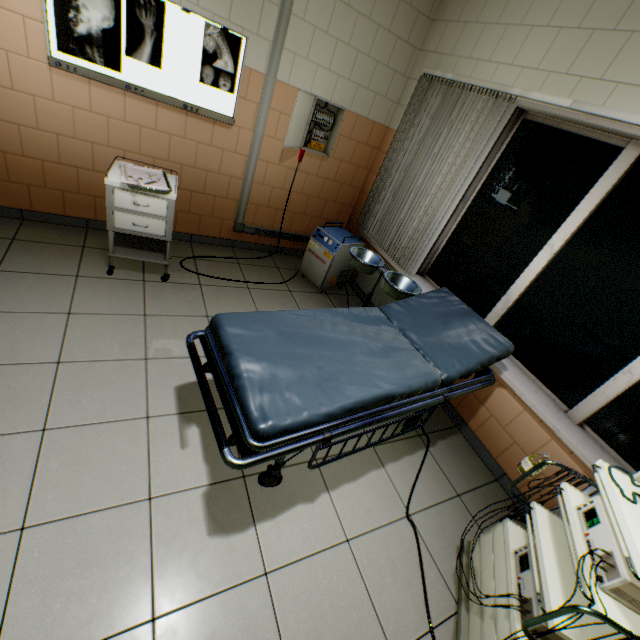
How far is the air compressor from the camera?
3.63m

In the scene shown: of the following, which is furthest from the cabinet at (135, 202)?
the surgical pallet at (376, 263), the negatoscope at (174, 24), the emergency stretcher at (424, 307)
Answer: the surgical pallet at (376, 263)

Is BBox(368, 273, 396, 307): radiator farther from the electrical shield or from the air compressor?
the electrical shield

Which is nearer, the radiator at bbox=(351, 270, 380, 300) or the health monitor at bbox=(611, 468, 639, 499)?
the health monitor at bbox=(611, 468, 639, 499)

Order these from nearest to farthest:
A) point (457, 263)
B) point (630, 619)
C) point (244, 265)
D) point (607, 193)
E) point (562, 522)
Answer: point (630, 619), point (562, 522), point (607, 193), point (457, 263), point (244, 265)

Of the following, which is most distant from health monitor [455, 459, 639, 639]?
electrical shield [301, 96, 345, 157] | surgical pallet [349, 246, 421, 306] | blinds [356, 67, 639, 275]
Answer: electrical shield [301, 96, 345, 157]

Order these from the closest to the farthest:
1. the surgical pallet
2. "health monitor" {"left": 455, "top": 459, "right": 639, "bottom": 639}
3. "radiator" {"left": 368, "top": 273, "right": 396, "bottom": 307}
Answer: "health monitor" {"left": 455, "top": 459, "right": 639, "bottom": 639}
the surgical pallet
"radiator" {"left": 368, "top": 273, "right": 396, "bottom": 307}

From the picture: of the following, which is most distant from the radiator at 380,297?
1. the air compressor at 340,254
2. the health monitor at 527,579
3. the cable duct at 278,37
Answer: the health monitor at 527,579
